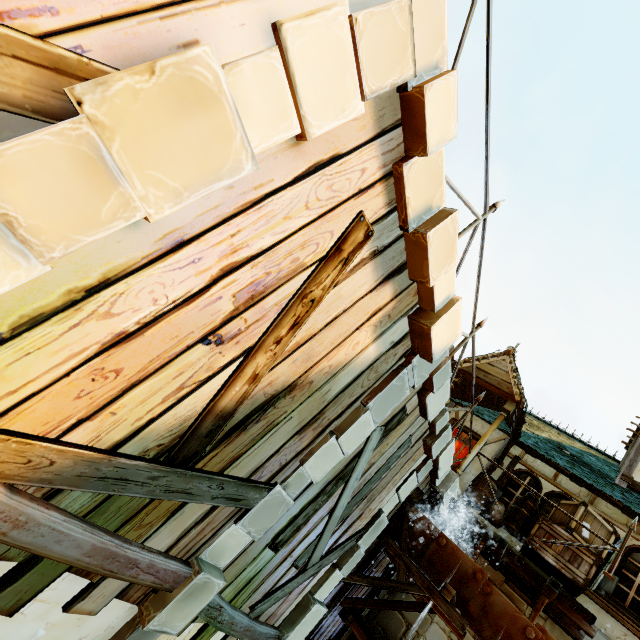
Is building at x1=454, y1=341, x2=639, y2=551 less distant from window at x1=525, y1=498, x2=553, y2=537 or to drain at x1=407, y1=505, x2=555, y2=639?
window at x1=525, y1=498, x2=553, y2=537

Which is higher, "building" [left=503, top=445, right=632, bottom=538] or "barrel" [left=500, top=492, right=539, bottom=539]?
"building" [left=503, top=445, right=632, bottom=538]

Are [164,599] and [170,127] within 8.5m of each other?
yes

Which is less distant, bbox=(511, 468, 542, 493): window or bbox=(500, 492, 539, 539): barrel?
bbox=(500, 492, 539, 539): barrel

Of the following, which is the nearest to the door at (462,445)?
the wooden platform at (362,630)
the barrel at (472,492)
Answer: the barrel at (472,492)

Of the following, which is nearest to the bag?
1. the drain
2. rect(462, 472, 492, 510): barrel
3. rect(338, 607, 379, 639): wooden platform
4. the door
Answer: rect(462, 472, 492, 510): barrel

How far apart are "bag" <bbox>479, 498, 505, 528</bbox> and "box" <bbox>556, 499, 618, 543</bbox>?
0.59m

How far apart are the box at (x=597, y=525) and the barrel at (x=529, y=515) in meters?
0.1 m
